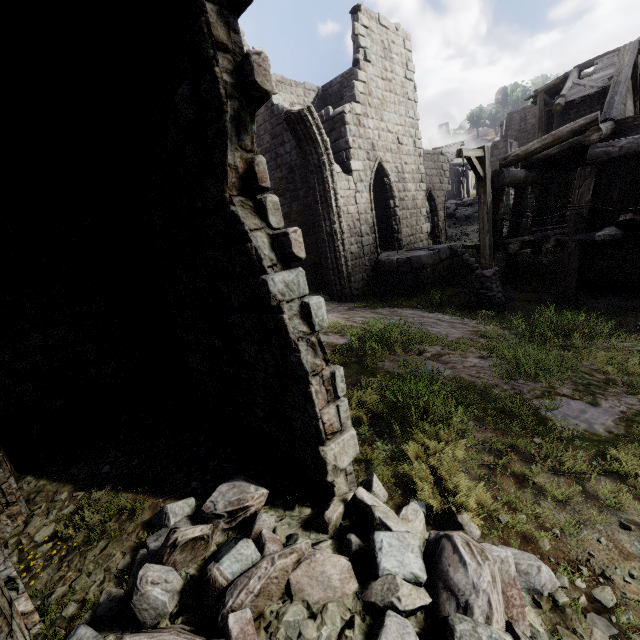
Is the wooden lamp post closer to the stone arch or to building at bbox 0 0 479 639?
building at bbox 0 0 479 639

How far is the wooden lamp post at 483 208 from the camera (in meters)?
9.05

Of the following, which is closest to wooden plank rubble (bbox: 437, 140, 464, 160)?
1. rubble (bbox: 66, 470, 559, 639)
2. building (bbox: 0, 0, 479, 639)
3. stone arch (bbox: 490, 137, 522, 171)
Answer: stone arch (bbox: 490, 137, 522, 171)

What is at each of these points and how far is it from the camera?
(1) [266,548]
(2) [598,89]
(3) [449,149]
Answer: (1) rubble, 3.0m
(2) building, 18.5m
(3) wooden plank rubble, 48.3m

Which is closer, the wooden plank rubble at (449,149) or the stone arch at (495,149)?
the stone arch at (495,149)

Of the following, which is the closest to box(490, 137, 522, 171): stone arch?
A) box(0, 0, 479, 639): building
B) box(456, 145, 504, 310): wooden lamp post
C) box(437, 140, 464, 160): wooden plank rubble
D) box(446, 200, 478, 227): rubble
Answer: box(0, 0, 479, 639): building

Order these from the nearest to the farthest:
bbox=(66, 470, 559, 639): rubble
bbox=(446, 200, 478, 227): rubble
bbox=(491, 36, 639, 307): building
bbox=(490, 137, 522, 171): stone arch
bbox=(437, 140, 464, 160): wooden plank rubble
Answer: bbox=(66, 470, 559, 639): rubble, bbox=(491, 36, 639, 307): building, bbox=(446, 200, 478, 227): rubble, bbox=(490, 137, 522, 171): stone arch, bbox=(437, 140, 464, 160): wooden plank rubble

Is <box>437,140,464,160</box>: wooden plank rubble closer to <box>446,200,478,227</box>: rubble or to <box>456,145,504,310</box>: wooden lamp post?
<box>446,200,478,227</box>: rubble
